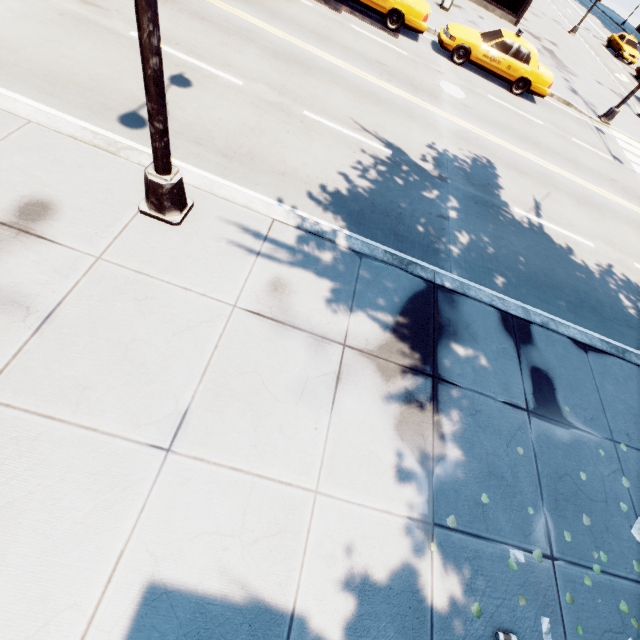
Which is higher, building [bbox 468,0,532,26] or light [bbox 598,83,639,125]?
building [bbox 468,0,532,26]

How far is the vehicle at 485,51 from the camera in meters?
13.0 m

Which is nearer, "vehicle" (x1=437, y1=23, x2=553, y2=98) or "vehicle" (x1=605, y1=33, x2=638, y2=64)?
"vehicle" (x1=437, y1=23, x2=553, y2=98)

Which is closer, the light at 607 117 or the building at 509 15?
the light at 607 117

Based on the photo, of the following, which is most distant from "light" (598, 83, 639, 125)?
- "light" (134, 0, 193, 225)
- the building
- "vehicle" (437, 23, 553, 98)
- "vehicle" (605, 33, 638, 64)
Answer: "vehicle" (605, 33, 638, 64)

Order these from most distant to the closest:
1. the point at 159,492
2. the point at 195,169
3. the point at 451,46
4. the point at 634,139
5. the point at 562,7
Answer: the point at 562,7, the point at 634,139, the point at 451,46, the point at 195,169, the point at 159,492

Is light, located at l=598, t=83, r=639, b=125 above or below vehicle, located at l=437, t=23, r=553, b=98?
below

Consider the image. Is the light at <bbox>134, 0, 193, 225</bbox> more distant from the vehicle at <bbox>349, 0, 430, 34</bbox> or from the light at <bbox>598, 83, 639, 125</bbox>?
the light at <bbox>598, 83, 639, 125</bbox>
